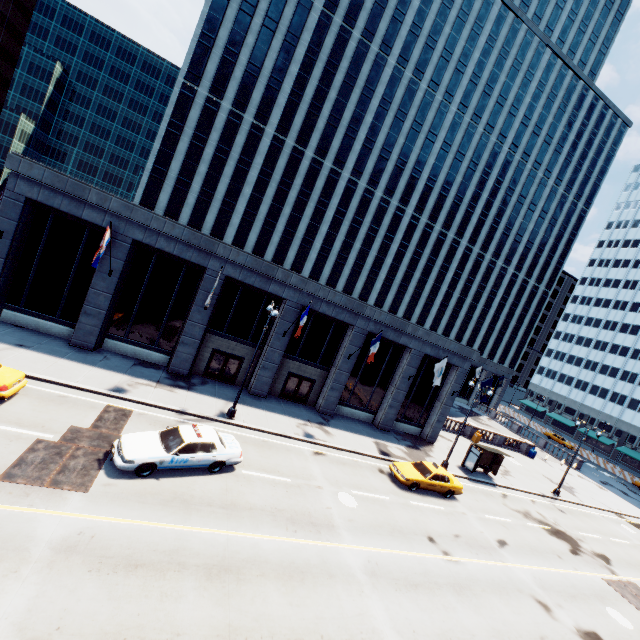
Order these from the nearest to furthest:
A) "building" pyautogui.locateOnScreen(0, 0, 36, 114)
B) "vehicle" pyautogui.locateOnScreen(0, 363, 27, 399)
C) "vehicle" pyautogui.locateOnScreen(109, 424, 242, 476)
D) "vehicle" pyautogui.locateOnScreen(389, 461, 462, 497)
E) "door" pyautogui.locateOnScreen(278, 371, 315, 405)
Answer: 1. "vehicle" pyautogui.locateOnScreen(109, 424, 242, 476)
2. "vehicle" pyautogui.locateOnScreen(0, 363, 27, 399)
3. "vehicle" pyautogui.locateOnScreen(389, 461, 462, 497)
4. "door" pyautogui.locateOnScreen(278, 371, 315, 405)
5. "building" pyautogui.locateOnScreen(0, 0, 36, 114)

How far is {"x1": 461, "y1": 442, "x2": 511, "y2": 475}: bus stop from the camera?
26.91m

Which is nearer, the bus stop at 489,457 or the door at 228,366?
the door at 228,366

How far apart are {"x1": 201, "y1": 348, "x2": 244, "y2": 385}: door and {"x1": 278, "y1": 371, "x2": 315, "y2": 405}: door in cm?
347

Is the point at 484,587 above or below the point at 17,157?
below

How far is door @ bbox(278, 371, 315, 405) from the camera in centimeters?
2608cm

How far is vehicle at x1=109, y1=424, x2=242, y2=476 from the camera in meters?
12.3 m

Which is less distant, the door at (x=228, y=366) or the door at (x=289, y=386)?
the door at (x=228, y=366)
